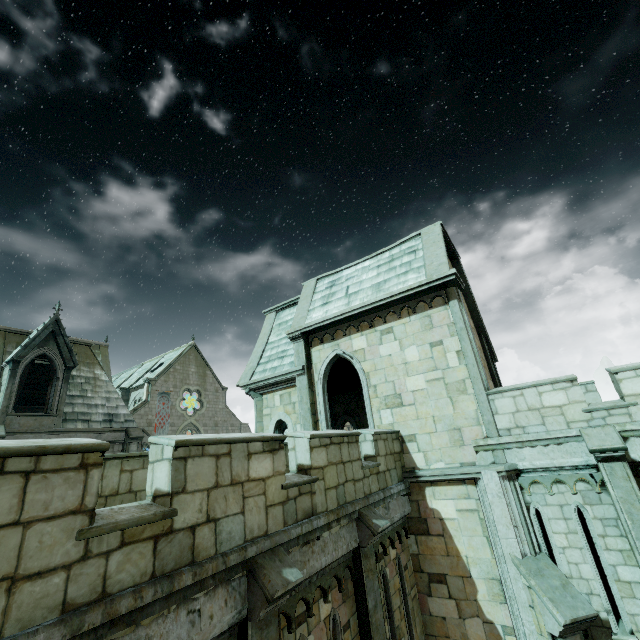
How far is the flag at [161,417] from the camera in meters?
37.5

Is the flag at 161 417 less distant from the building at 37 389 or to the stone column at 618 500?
the building at 37 389

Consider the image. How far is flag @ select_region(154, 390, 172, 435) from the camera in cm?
3748

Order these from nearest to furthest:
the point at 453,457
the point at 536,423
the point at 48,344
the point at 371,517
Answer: the point at 371,517, the point at 536,423, the point at 453,457, the point at 48,344

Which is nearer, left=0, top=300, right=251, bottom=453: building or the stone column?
the stone column

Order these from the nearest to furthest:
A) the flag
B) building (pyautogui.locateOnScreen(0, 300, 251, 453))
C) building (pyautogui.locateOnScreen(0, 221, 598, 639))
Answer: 1. building (pyautogui.locateOnScreen(0, 221, 598, 639))
2. building (pyautogui.locateOnScreen(0, 300, 251, 453))
3. the flag

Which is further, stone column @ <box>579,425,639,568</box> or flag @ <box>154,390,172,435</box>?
flag @ <box>154,390,172,435</box>
